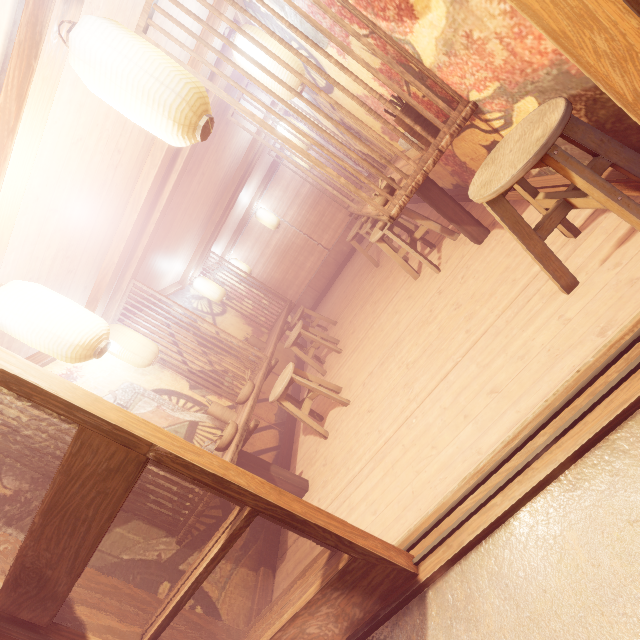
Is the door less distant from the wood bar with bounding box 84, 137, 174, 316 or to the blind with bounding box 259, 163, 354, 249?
the wood bar with bounding box 84, 137, 174, 316

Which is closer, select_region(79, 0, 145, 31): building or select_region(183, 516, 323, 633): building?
select_region(79, 0, 145, 31): building

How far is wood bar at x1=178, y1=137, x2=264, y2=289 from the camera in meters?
10.0

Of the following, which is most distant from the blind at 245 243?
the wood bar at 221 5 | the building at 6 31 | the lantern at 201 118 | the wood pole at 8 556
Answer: the wood pole at 8 556

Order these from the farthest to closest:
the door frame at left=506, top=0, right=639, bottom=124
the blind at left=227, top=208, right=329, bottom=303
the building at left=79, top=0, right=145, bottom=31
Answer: the blind at left=227, top=208, right=329, bottom=303 < the building at left=79, top=0, right=145, bottom=31 < the door frame at left=506, top=0, right=639, bottom=124

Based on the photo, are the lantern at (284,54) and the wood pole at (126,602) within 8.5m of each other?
yes

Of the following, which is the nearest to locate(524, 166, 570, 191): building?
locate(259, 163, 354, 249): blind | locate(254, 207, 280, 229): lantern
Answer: locate(259, 163, 354, 249): blind

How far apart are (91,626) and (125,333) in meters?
4.7 m
